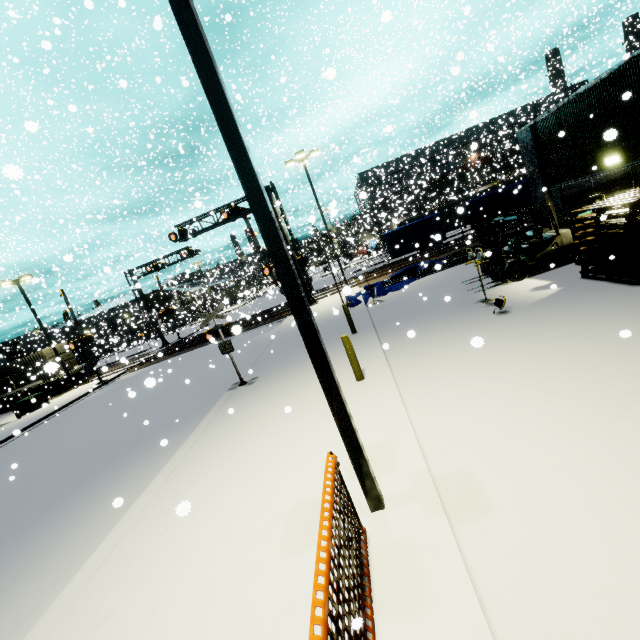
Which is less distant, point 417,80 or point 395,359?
point 395,359

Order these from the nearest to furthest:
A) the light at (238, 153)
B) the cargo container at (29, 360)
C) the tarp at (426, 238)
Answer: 1. the light at (238, 153)
2. the cargo container at (29, 360)
3. the tarp at (426, 238)

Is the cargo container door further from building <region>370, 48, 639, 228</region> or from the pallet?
the pallet

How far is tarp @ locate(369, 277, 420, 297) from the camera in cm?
1775

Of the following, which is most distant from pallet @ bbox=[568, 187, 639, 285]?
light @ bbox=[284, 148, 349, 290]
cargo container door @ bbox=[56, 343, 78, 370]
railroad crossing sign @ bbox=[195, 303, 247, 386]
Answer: cargo container door @ bbox=[56, 343, 78, 370]

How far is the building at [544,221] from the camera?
13.0m

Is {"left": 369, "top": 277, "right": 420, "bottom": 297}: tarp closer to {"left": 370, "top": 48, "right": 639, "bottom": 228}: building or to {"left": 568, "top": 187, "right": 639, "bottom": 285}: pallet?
{"left": 370, "top": 48, "right": 639, "bottom": 228}: building

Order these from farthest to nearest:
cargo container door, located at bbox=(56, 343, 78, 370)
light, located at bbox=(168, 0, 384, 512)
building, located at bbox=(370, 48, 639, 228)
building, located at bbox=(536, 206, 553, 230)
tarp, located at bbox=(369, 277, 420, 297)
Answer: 1. cargo container door, located at bbox=(56, 343, 78, 370)
2. tarp, located at bbox=(369, 277, 420, 297)
3. building, located at bbox=(536, 206, 553, 230)
4. building, located at bbox=(370, 48, 639, 228)
5. light, located at bbox=(168, 0, 384, 512)
